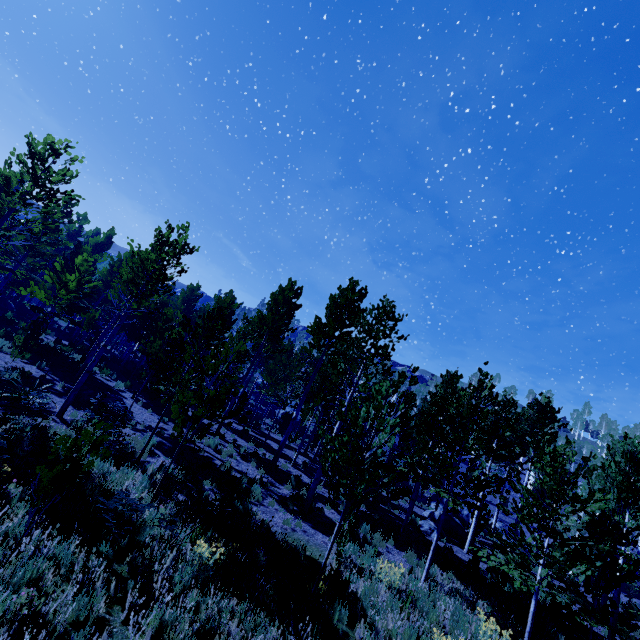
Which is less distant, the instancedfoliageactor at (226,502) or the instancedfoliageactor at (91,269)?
the instancedfoliageactor at (226,502)

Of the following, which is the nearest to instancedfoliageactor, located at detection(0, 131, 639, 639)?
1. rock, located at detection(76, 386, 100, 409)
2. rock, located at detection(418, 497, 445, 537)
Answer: rock, located at detection(418, 497, 445, 537)

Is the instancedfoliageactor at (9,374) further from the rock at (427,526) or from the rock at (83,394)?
the rock at (83,394)

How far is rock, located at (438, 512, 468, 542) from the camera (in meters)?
16.40

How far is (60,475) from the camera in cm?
454

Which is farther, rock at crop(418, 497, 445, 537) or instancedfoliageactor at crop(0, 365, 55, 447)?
rock at crop(418, 497, 445, 537)

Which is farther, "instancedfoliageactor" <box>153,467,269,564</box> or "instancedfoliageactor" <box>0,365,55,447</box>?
"instancedfoliageactor" <box>0,365,55,447</box>
